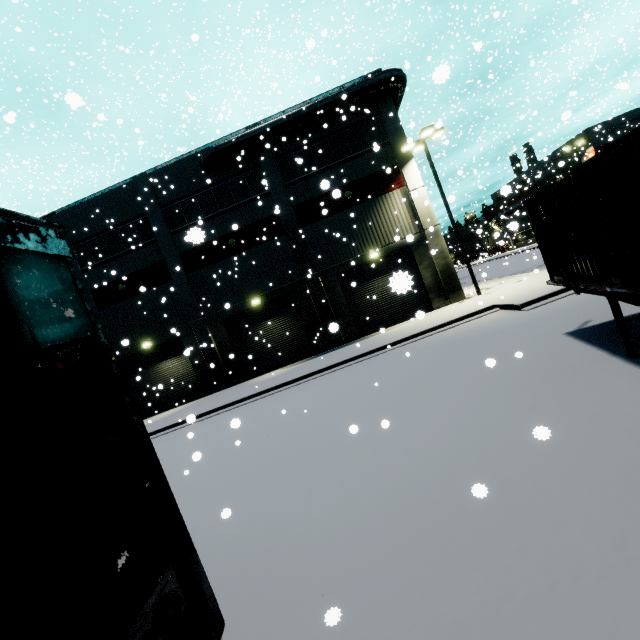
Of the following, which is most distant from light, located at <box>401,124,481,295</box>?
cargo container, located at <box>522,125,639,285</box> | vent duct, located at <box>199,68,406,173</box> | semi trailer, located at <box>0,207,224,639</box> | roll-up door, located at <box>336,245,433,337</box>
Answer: cargo container, located at <box>522,125,639,285</box>

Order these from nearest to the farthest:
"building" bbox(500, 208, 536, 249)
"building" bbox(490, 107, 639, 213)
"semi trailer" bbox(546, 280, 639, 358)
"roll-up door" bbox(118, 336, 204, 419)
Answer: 1. "semi trailer" bbox(546, 280, 639, 358)
2. "building" bbox(500, 208, 536, 249)
3. "roll-up door" bbox(118, 336, 204, 419)
4. "building" bbox(490, 107, 639, 213)

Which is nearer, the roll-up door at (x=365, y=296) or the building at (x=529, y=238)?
the building at (x=529, y=238)

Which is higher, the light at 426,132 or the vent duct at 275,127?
the vent duct at 275,127

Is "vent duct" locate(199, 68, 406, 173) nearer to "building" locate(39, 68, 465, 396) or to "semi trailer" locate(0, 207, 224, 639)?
"building" locate(39, 68, 465, 396)

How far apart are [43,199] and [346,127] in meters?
30.5 m

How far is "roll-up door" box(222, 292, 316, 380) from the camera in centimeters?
2108cm
